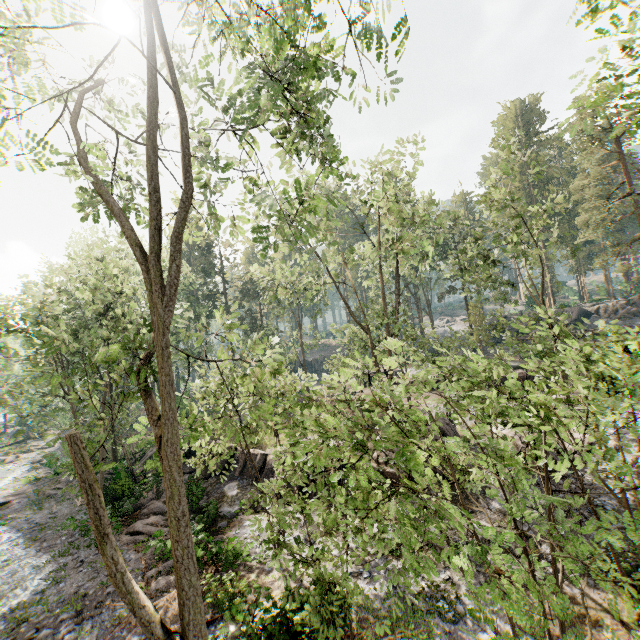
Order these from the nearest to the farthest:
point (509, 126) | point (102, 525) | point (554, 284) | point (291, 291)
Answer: point (102, 525)
point (554, 284)
point (291, 291)
point (509, 126)

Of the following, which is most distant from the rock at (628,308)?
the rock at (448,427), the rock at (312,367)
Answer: the rock at (448,427)

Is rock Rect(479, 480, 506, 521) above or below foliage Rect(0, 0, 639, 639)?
below

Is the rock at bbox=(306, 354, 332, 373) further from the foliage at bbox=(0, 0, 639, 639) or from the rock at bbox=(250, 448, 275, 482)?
the rock at bbox=(250, 448, 275, 482)

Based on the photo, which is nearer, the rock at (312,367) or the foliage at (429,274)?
the foliage at (429,274)

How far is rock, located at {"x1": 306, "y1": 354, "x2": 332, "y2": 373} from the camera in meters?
56.8 m

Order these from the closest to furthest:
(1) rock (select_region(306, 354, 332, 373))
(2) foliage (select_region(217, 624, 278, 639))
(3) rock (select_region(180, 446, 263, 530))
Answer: (2) foliage (select_region(217, 624, 278, 639)), (3) rock (select_region(180, 446, 263, 530)), (1) rock (select_region(306, 354, 332, 373))
